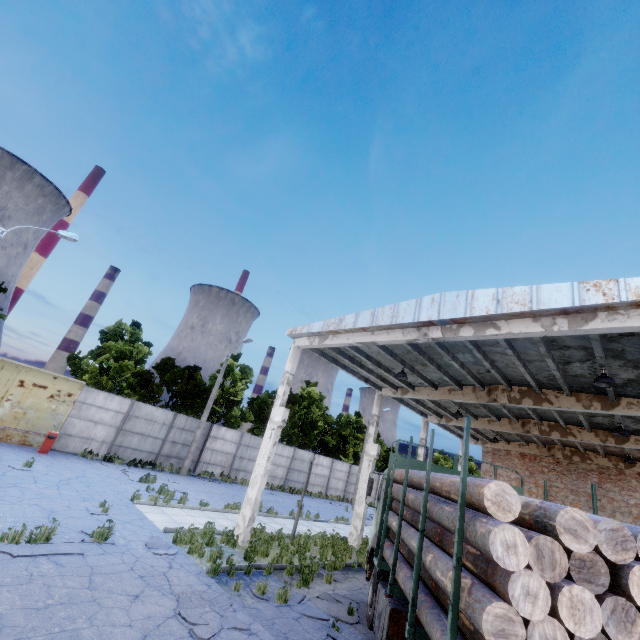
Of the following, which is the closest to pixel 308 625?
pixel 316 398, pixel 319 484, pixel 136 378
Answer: pixel 136 378

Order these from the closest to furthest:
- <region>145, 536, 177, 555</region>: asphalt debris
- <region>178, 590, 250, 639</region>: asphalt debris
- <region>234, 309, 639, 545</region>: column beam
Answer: <region>178, 590, 250, 639</region>: asphalt debris < <region>234, 309, 639, 545</region>: column beam < <region>145, 536, 177, 555</region>: asphalt debris

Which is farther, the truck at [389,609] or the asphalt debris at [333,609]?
the asphalt debris at [333,609]

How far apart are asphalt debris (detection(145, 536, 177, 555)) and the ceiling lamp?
13.0m

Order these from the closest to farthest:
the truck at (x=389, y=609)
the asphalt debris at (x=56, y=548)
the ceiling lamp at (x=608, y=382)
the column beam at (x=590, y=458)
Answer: the truck at (x=389, y=609)
the asphalt debris at (x=56, y=548)
the ceiling lamp at (x=608, y=382)
the column beam at (x=590, y=458)

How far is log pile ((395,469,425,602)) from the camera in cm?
495

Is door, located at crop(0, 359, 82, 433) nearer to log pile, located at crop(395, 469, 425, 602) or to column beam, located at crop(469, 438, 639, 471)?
log pile, located at crop(395, 469, 425, 602)

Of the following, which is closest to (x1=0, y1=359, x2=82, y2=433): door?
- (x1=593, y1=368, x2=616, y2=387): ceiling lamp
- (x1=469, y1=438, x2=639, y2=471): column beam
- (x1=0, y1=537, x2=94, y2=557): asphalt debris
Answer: (x1=0, y1=537, x2=94, y2=557): asphalt debris
